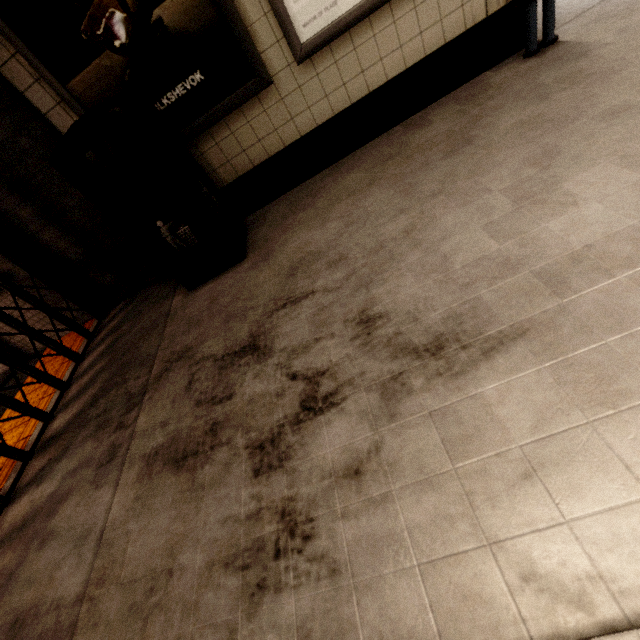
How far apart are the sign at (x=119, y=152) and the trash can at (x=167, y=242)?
0.10m

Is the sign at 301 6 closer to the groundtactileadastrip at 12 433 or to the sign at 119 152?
the sign at 119 152

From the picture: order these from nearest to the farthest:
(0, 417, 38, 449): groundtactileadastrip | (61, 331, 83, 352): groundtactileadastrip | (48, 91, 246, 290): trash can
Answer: (48, 91, 246, 290): trash can, (0, 417, 38, 449): groundtactileadastrip, (61, 331, 83, 352): groundtactileadastrip

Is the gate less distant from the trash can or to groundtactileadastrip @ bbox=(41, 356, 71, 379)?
groundtactileadastrip @ bbox=(41, 356, 71, 379)

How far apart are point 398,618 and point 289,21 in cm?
297

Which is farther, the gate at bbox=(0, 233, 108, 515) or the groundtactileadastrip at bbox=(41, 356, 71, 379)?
the groundtactileadastrip at bbox=(41, 356, 71, 379)

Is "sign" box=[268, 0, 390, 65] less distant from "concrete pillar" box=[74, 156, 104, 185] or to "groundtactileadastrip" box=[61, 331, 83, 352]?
"concrete pillar" box=[74, 156, 104, 185]

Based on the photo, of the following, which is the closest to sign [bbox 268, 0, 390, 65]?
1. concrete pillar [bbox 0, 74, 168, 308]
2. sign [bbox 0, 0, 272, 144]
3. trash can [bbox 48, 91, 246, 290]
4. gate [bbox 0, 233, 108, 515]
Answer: sign [bbox 0, 0, 272, 144]
